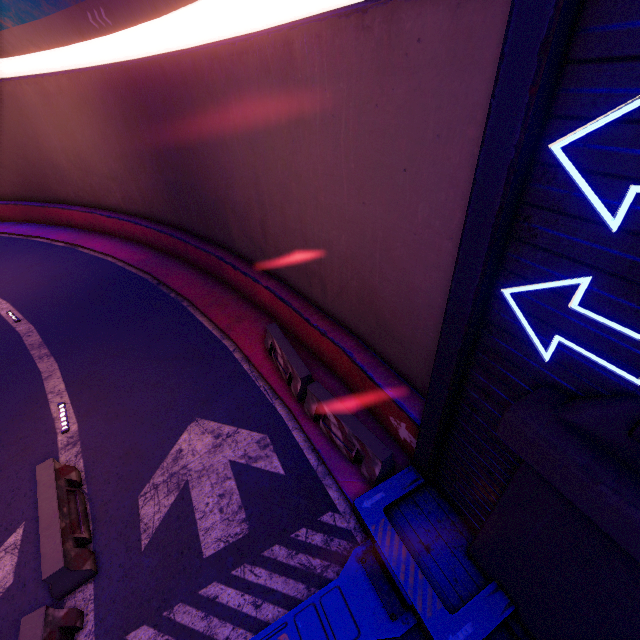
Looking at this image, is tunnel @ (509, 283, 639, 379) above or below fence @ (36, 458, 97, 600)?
above

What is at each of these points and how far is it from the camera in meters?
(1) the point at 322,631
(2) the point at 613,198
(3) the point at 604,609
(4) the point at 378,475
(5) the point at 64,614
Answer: (1) tunnel, 5.0 m
(2) tunnel, 2.5 m
(3) wall arch, 3.4 m
(4) fence, 6.4 m
(5) fence, 5.1 m

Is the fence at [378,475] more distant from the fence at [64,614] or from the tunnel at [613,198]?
the fence at [64,614]

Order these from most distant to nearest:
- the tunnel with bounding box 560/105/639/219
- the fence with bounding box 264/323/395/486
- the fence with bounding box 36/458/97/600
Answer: the fence with bounding box 264/323/395/486 → the fence with bounding box 36/458/97/600 → the tunnel with bounding box 560/105/639/219

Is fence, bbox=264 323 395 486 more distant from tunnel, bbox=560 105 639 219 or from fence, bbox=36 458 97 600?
fence, bbox=36 458 97 600

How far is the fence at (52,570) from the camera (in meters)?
5.40

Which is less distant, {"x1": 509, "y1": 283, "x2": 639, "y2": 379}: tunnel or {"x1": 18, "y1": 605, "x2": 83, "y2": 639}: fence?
{"x1": 509, "y1": 283, "x2": 639, "y2": 379}: tunnel

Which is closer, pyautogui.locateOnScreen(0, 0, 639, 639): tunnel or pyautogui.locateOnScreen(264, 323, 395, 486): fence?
pyautogui.locateOnScreen(0, 0, 639, 639): tunnel
